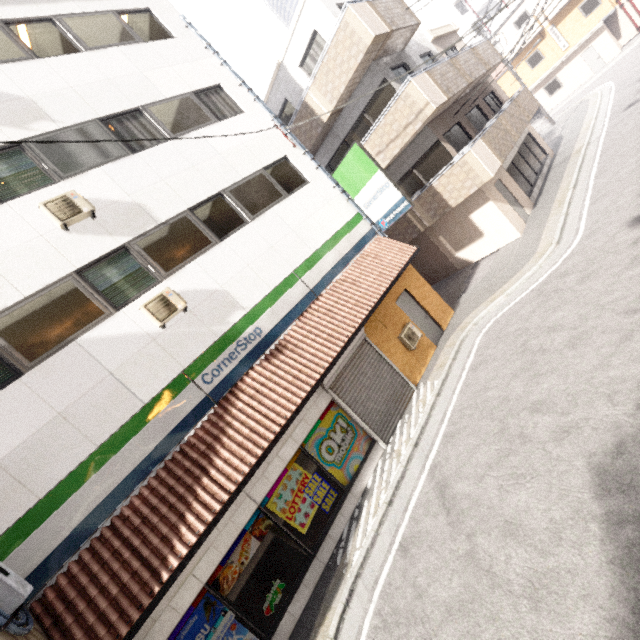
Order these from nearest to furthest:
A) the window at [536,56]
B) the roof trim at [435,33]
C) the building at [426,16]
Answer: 1. the roof trim at [435,33]
2. the window at [536,56]
3. the building at [426,16]

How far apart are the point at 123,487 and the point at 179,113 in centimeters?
952cm

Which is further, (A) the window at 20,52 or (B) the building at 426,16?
(B) the building at 426,16

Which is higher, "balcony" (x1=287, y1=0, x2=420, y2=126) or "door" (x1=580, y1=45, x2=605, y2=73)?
"balcony" (x1=287, y1=0, x2=420, y2=126)

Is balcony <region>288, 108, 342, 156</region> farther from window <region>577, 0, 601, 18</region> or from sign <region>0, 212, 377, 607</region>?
window <region>577, 0, 601, 18</region>

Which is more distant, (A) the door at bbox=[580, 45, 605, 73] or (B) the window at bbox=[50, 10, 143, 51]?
(A) the door at bbox=[580, 45, 605, 73]

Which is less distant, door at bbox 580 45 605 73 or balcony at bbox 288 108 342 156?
balcony at bbox 288 108 342 156

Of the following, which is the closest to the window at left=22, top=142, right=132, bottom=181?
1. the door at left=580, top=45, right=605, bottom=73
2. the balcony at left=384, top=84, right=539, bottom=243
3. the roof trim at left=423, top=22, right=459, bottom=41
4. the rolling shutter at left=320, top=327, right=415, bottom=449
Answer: the rolling shutter at left=320, top=327, right=415, bottom=449
